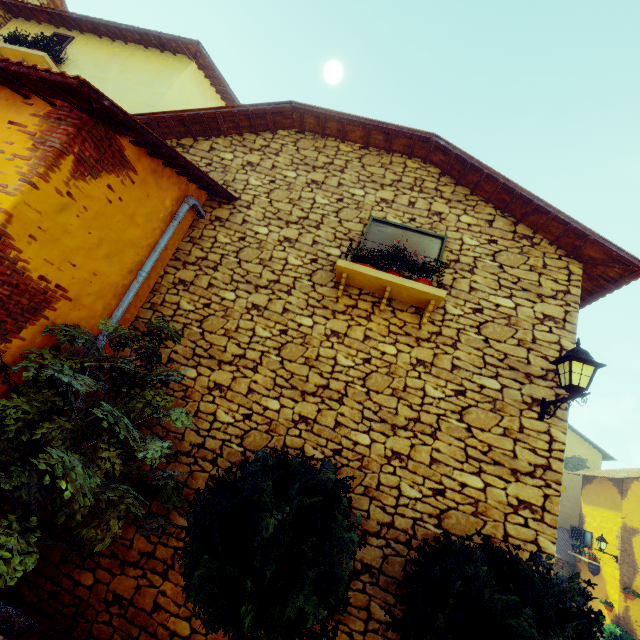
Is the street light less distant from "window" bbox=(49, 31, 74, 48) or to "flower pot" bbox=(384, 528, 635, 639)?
"flower pot" bbox=(384, 528, 635, 639)

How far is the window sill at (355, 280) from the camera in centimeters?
429cm

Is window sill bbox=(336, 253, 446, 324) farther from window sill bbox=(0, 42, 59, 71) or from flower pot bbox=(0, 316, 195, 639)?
window sill bbox=(0, 42, 59, 71)

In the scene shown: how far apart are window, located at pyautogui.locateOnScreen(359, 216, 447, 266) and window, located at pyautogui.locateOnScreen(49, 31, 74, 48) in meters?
8.7 m

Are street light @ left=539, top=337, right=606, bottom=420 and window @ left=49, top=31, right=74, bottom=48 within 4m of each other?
no

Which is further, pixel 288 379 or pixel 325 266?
pixel 325 266

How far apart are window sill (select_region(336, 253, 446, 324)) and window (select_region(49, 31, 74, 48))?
9.0m

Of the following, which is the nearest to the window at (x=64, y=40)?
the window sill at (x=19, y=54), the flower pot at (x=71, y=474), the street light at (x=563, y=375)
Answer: the window sill at (x=19, y=54)
